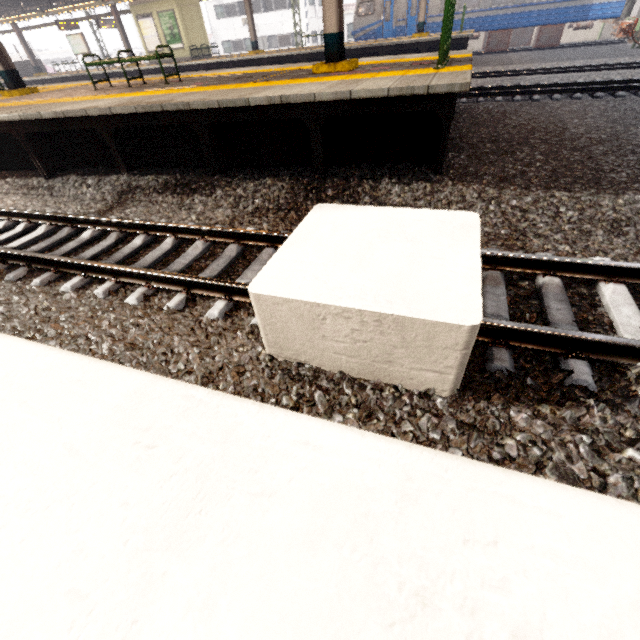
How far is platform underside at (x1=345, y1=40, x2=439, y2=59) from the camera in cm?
1495

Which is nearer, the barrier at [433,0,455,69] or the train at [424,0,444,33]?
the barrier at [433,0,455,69]

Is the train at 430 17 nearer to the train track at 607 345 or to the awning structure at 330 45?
the awning structure at 330 45

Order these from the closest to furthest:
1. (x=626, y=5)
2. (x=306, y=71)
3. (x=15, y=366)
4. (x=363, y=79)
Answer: (x=15, y=366), (x=363, y=79), (x=306, y=71), (x=626, y=5)

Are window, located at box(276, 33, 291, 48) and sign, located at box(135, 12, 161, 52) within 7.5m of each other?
no

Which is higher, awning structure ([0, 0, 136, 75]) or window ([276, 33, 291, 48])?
awning structure ([0, 0, 136, 75])

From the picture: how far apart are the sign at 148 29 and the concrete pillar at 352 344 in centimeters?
2574cm

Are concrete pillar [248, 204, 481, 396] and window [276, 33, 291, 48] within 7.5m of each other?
no
